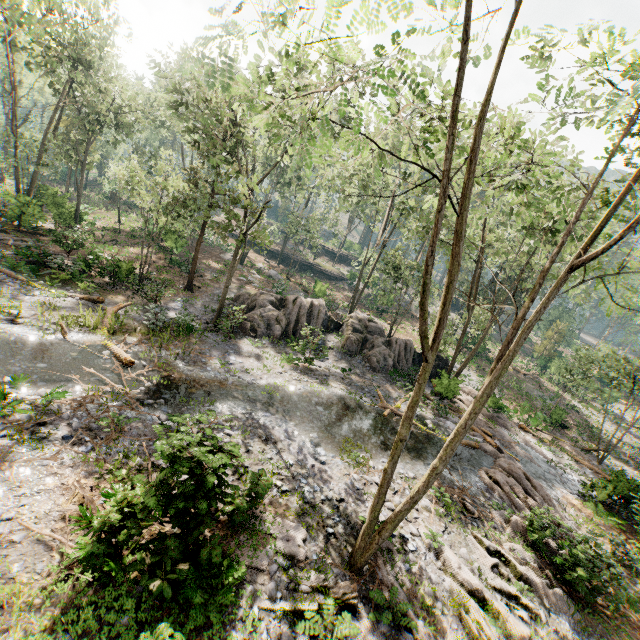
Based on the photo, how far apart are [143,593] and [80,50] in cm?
3153

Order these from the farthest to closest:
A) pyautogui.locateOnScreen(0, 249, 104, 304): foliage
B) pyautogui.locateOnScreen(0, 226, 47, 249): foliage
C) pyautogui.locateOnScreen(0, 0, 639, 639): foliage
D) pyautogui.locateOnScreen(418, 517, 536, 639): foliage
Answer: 1. pyautogui.locateOnScreen(0, 226, 47, 249): foliage
2. pyautogui.locateOnScreen(0, 249, 104, 304): foliage
3. pyautogui.locateOnScreen(418, 517, 536, 639): foliage
4. pyautogui.locateOnScreen(0, 0, 639, 639): foliage

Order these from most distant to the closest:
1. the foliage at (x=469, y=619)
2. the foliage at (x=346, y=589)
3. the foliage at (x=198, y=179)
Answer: the foliage at (x=469, y=619) → the foliage at (x=346, y=589) → the foliage at (x=198, y=179)

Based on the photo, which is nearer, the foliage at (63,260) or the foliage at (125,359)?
the foliage at (125,359)

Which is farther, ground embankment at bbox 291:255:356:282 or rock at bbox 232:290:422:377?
ground embankment at bbox 291:255:356:282

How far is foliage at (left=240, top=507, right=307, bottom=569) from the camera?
8.9m

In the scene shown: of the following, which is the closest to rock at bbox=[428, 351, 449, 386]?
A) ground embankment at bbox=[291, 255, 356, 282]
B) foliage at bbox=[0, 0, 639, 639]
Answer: foliage at bbox=[0, 0, 639, 639]
